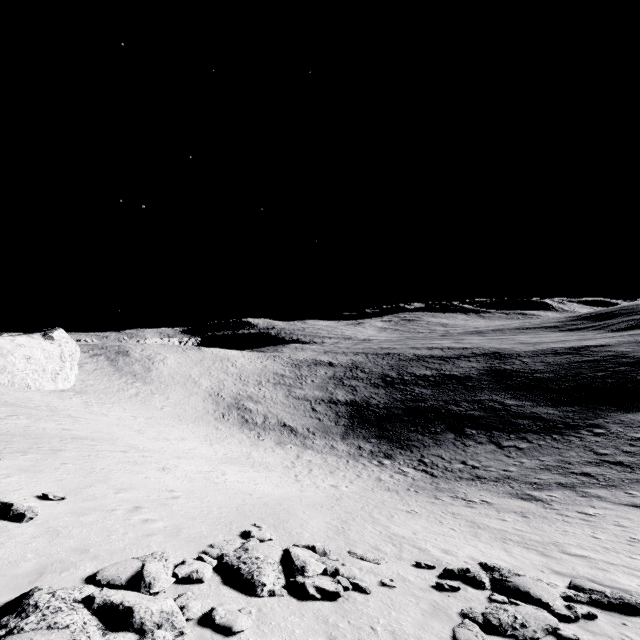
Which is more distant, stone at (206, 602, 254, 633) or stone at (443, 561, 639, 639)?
stone at (443, 561, 639, 639)

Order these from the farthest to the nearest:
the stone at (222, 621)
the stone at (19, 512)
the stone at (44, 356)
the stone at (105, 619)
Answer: the stone at (44, 356), the stone at (19, 512), the stone at (222, 621), the stone at (105, 619)

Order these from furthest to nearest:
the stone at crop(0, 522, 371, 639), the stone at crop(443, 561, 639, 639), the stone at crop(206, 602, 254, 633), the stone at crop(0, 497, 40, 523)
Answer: the stone at crop(0, 497, 40, 523)
the stone at crop(443, 561, 639, 639)
the stone at crop(206, 602, 254, 633)
the stone at crop(0, 522, 371, 639)

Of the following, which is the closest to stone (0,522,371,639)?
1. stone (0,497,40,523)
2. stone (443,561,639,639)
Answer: stone (443,561,639,639)

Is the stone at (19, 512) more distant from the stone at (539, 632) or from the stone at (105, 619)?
the stone at (539, 632)

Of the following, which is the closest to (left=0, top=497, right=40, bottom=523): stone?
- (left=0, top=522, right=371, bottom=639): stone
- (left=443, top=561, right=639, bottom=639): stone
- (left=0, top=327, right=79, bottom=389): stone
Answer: (left=0, top=522, right=371, bottom=639): stone

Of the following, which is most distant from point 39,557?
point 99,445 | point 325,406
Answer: point 325,406

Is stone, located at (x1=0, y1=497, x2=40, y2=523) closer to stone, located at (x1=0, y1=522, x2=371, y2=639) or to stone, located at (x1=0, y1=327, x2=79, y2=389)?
stone, located at (x1=0, y1=522, x2=371, y2=639)
